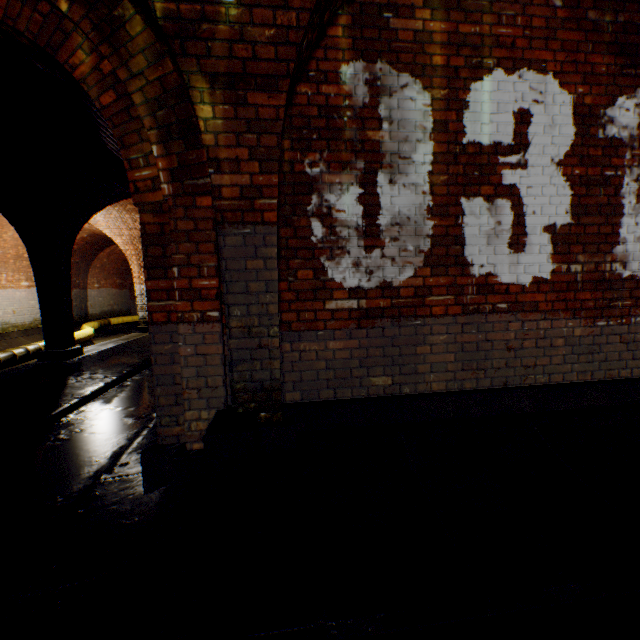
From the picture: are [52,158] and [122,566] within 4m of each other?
no

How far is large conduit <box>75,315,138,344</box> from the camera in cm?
1085

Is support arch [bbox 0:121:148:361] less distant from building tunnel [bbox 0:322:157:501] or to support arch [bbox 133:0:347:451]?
building tunnel [bbox 0:322:157:501]

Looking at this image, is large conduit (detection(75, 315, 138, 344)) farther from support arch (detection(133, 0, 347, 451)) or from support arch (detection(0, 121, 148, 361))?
support arch (detection(133, 0, 347, 451))

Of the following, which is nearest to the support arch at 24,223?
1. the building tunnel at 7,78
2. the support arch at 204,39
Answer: the building tunnel at 7,78

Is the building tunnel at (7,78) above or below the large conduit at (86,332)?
above

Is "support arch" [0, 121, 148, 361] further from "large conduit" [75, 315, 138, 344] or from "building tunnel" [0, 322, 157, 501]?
"large conduit" [75, 315, 138, 344]
